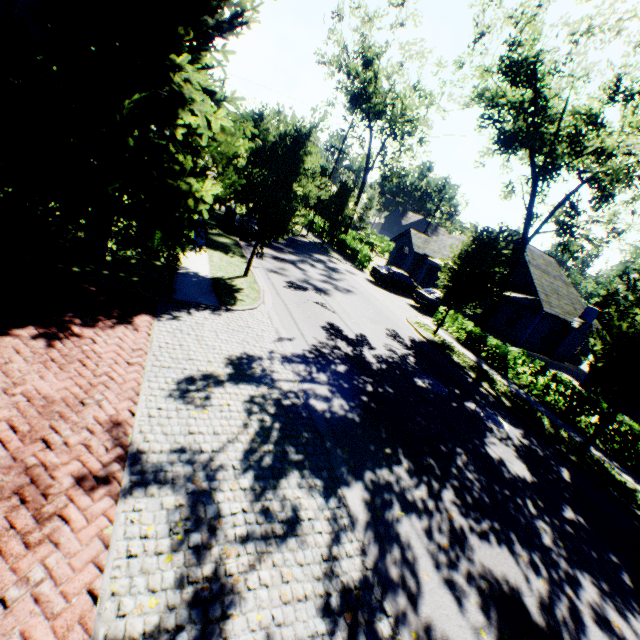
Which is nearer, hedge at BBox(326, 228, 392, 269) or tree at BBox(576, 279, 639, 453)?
tree at BBox(576, 279, 639, 453)

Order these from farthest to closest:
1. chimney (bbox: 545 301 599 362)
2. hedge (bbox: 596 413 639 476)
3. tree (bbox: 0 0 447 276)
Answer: chimney (bbox: 545 301 599 362), hedge (bbox: 596 413 639 476), tree (bbox: 0 0 447 276)

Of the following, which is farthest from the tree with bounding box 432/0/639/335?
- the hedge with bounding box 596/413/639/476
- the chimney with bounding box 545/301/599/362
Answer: the chimney with bounding box 545/301/599/362

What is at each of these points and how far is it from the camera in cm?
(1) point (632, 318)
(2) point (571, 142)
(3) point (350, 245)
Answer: (1) tree, 1075
(2) tree, 1455
(3) hedge, 3114

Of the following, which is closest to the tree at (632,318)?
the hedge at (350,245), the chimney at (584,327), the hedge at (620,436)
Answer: the hedge at (350,245)

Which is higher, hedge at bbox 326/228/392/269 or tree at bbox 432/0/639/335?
tree at bbox 432/0/639/335

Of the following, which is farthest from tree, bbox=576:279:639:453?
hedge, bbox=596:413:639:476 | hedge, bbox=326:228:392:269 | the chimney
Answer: the chimney

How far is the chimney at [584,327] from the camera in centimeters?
2597cm
